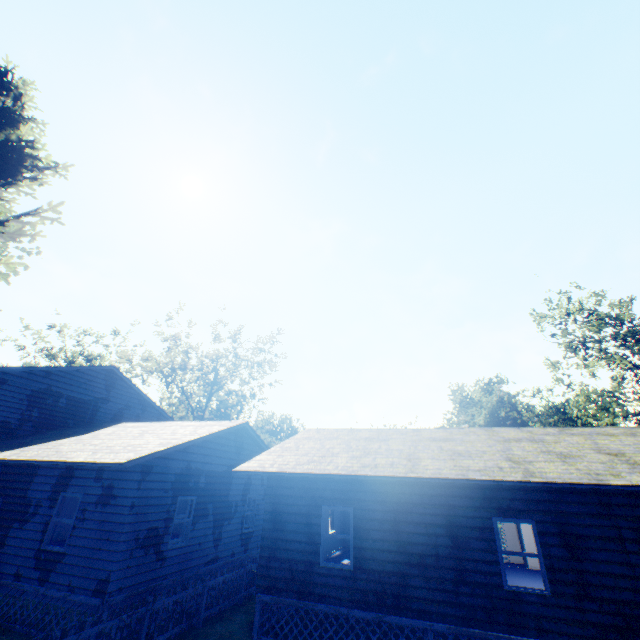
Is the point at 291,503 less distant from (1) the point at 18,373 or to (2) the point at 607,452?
(2) the point at 607,452

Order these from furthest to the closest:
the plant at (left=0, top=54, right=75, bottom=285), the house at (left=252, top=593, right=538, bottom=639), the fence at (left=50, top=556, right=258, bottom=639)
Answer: the plant at (left=0, top=54, right=75, bottom=285) < the house at (left=252, top=593, right=538, bottom=639) < the fence at (left=50, top=556, right=258, bottom=639)

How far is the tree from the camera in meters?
37.1 m

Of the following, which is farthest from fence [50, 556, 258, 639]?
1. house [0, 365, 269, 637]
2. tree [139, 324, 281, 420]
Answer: tree [139, 324, 281, 420]

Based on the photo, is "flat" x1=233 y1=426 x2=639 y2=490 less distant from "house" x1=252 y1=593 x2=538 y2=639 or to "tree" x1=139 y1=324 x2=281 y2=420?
"house" x1=252 y1=593 x2=538 y2=639

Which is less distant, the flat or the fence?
the fence

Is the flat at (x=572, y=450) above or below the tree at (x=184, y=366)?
below

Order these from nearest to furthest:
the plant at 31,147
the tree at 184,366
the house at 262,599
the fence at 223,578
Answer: the fence at 223,578 < the house at 262,599 < the plant at 31,147 < the tree at 184,366
